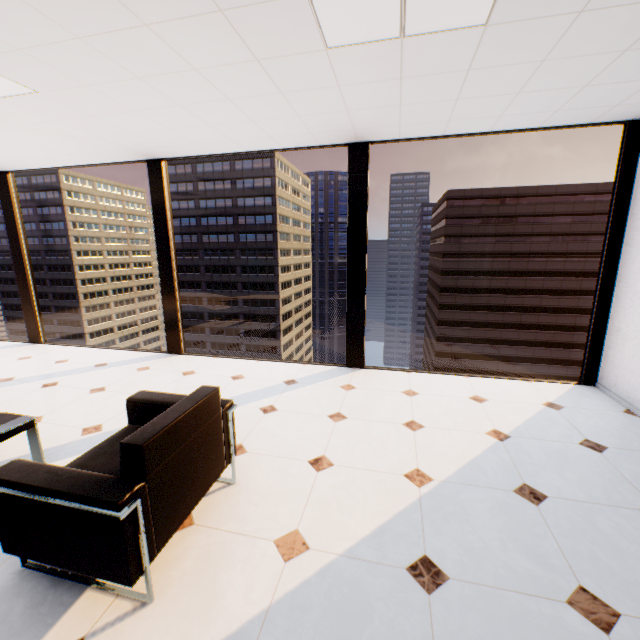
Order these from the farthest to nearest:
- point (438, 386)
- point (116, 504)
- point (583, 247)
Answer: point (583, 247)
point (438, 386)
point (116, 504)

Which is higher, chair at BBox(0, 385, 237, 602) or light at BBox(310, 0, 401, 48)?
light at BBox(310, 0, 401, 48)

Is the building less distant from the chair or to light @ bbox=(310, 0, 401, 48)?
light @ bbox=(310, 0, 401, 48)

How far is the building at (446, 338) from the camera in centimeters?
5103cm

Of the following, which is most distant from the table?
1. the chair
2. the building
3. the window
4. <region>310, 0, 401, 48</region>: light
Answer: the building

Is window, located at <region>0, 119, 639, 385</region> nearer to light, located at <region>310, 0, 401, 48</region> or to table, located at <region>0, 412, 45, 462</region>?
light, located at <region>310, 0, 401, 48</region>

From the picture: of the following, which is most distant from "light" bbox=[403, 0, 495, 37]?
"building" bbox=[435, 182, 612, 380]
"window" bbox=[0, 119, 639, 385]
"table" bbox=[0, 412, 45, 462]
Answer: "building" bbox=[435, 182, 612, 380]

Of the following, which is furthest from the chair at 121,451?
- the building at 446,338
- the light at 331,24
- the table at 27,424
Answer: the building at 446,338
